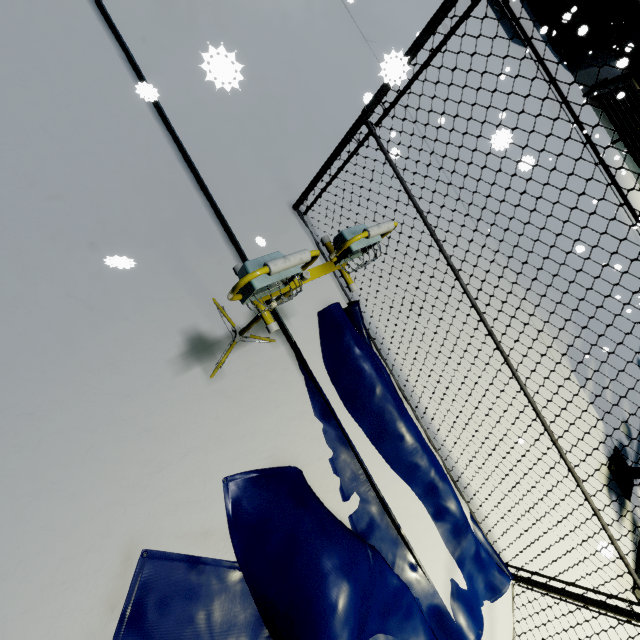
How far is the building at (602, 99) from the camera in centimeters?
1978cm

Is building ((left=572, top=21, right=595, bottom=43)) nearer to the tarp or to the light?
the tarp

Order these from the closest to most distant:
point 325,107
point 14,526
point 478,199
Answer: point 14,526
point 325,107
point 478,199

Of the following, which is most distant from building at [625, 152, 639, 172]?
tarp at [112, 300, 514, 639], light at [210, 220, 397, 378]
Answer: light at [210, 220, 397, 378]

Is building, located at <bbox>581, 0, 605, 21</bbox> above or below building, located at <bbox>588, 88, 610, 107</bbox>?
above

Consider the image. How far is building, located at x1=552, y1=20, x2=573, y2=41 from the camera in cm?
1783

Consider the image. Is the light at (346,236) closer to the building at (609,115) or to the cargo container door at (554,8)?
the building at (609,115)
